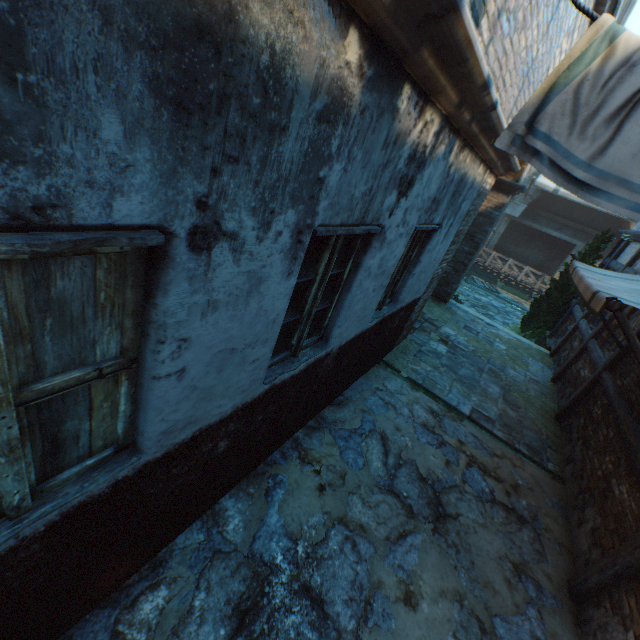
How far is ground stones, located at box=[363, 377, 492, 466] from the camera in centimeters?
486cm

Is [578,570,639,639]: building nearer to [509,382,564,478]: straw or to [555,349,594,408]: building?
[509,382,564,478]: straw

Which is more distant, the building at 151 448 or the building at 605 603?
the building at 605 603

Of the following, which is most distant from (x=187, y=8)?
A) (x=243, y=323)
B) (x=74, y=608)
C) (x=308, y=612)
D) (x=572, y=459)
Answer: (x=572, y=459)

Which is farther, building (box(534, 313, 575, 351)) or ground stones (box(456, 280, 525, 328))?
ground stones (box(456, 280, 525, 328))

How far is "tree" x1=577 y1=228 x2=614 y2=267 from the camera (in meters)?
10.49

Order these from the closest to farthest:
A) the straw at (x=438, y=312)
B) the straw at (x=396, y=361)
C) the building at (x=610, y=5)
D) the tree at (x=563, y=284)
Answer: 1. the building at (x=610, y=5)
2. the straw at (x=396, y=361)
3. the straw at (x=438, y=312)
4. the tree at (x=563, y=284)

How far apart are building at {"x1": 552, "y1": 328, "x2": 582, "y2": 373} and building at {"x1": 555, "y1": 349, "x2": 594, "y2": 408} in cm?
29
